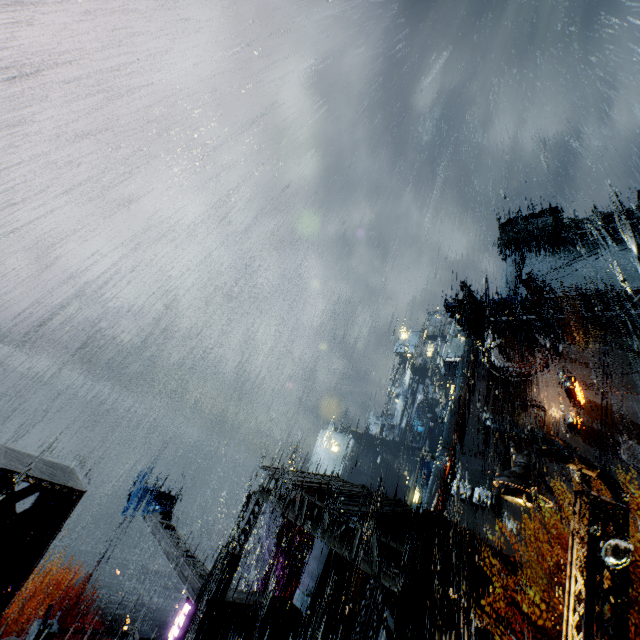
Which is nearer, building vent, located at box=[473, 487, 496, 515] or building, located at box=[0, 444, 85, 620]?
building, located at box=[0, 444, 85, 620]

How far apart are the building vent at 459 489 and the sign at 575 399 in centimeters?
1280cm

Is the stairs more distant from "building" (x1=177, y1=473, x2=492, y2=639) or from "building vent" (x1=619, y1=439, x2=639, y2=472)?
"building vent" (x1=619, y1=439, x2=639, y2=472)

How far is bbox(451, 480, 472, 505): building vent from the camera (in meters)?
34.34

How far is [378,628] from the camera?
10.7m

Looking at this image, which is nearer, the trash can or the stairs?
the trash can

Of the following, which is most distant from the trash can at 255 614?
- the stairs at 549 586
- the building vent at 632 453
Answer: the building vent at 632 453

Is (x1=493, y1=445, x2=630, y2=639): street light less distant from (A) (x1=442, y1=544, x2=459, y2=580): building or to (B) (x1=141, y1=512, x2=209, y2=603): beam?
(A) (x1=442, y1=544, x2=459, y2=580): building
